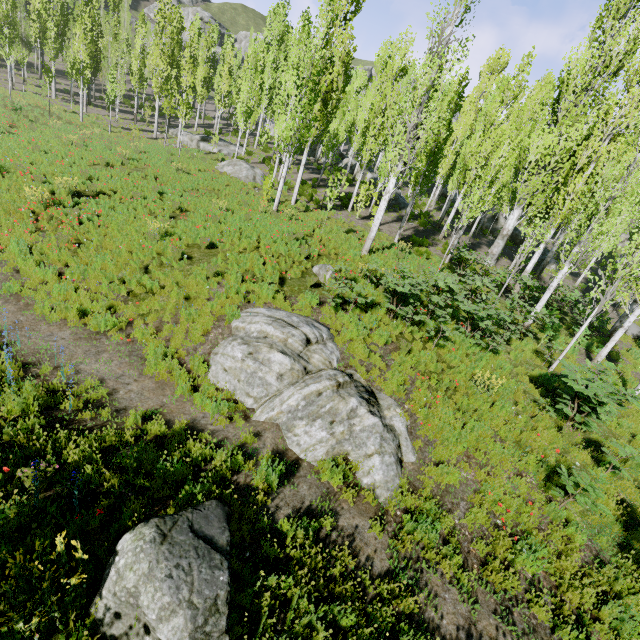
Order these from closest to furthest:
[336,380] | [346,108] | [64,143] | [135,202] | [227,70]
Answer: [336,380]
[135,202]
[64,143]
[346,108]
[227,70]

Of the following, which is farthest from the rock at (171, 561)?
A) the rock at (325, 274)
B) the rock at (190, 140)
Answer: the rock at (190, 140)

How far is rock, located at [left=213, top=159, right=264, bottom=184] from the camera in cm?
2161

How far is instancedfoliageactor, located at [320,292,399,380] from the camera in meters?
8.4 m

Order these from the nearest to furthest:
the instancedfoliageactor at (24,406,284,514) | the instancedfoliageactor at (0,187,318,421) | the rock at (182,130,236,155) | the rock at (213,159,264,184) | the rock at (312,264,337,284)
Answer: the instancedfoliageactor at (24,406,284,514) → the instancedfoliageactor at (0,187,318,421) → the rock at (312,264,337,284) → the rock at (213,159,264,184) → the rock at (182,130,236,155)

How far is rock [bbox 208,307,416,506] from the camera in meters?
6.5 m

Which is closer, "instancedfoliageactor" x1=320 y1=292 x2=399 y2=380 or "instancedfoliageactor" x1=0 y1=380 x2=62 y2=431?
"instancedfoliageactor" x1=0 y1=380 x2=62 y2=431

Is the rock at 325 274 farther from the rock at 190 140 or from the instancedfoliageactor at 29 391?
the rock at 190 140
